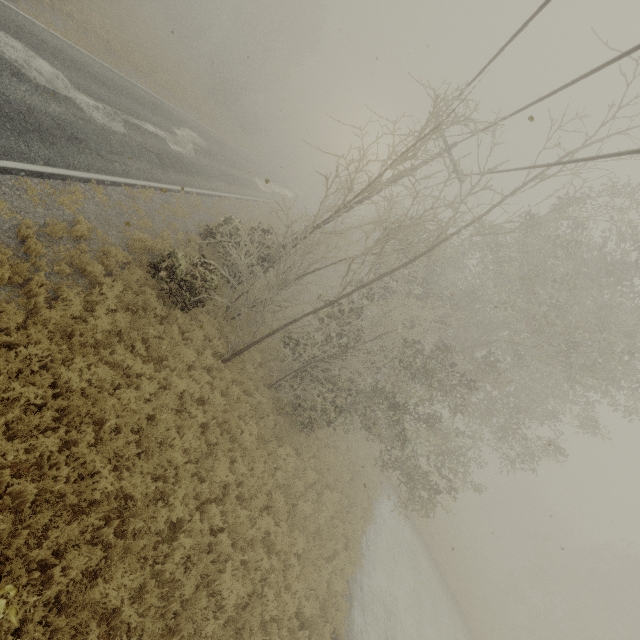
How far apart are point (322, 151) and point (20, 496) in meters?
10.0
